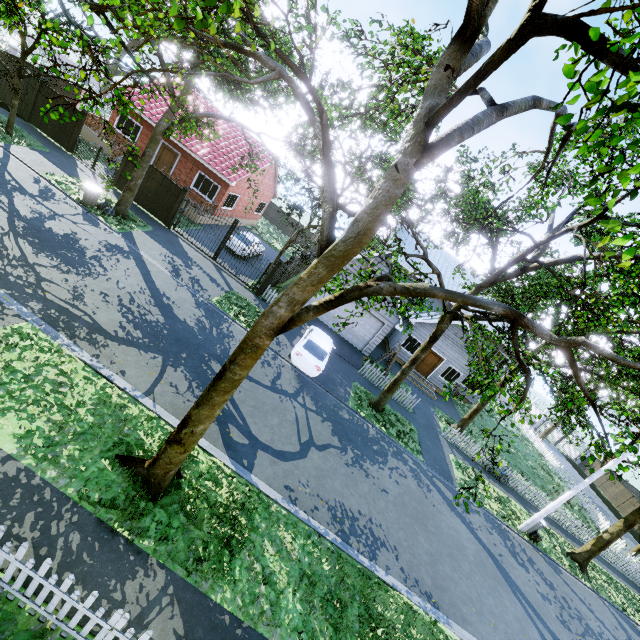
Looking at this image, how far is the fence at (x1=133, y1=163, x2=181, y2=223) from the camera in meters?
18.2

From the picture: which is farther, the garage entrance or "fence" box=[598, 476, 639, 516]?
"fence" box=[598, 476, 639, 516]

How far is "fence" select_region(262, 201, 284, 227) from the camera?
40.19m

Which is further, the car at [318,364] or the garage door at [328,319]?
the garage door at [328,319]

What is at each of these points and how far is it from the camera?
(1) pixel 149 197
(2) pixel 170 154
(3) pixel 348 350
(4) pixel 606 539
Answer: (1) fence, 18.7m
(2) door, 23.4m
(3) garage entrance, 20.3m
(4) tree, 16.5m

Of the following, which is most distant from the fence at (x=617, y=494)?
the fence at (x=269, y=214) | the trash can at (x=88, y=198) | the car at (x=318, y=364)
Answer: the trash can at (x=88, y=198)

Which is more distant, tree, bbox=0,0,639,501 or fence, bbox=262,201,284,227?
fence, bbox=262,201,284,227

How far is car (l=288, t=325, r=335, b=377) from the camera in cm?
1475
